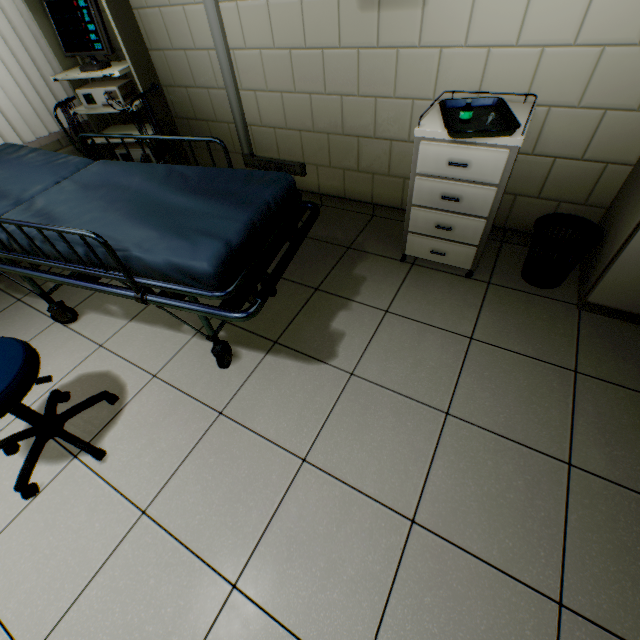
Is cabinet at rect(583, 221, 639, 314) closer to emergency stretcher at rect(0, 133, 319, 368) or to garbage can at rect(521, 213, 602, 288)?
garbage can at rect(521, 213, 602, 288)

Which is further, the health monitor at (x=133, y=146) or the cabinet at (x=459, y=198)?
the health monitor at (x=133, y=146)

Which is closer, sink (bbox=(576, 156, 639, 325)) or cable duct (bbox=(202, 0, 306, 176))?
sink (bbox=(576, 156, 639, 325))

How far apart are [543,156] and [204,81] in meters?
2.6 m

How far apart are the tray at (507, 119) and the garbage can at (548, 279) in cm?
61

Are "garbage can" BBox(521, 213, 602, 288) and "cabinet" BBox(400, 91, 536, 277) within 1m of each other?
yes

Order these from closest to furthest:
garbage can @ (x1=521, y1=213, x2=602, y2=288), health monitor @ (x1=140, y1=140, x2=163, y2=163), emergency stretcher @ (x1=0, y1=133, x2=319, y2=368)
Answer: emergency stretcher @ (x1=0, y1=133, x2=319, y2=368) < garbage can @ (x1=521, y1=213, x2=602, y2=288) < health monitor @ (x1=140, y1=140, x2=163, y2=163)

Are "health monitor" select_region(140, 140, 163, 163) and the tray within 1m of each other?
no
